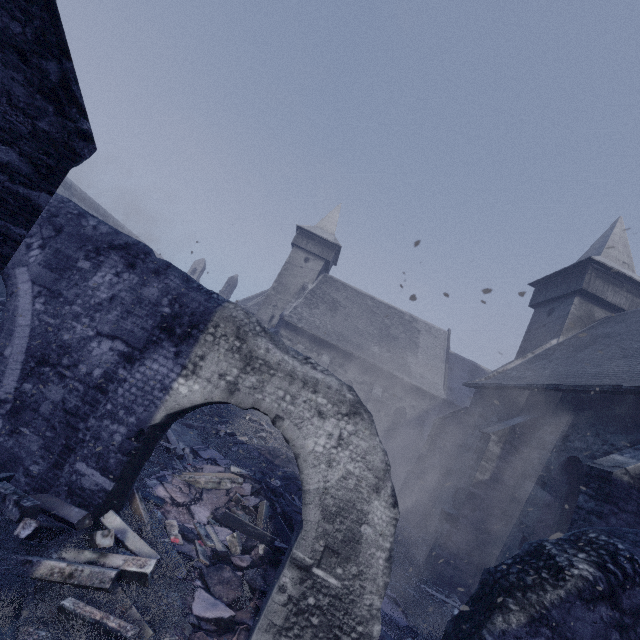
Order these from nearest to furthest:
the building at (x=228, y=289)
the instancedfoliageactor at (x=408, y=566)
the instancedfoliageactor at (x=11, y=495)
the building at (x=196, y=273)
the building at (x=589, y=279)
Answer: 1. the instancedfoliageactor at (x=11, y=495)
2. the instancedfoliageactor at (x=408, y=566)
3. the building at (x=589, y=279)
4. the building at (x=228, y=289)
5. the building at (x=196, y=273)

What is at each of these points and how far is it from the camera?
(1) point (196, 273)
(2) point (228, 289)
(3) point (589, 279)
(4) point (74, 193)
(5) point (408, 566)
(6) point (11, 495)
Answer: (1) building, 48.03m
(2) building, 47.06m
(3) building, 15.78m
(4) building, 24.69m
(5) instancedfoliageactor, 9.80m
(6) instancedfoliageactor, 4.53m

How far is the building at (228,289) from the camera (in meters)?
46.84

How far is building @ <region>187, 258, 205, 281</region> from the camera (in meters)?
48.00

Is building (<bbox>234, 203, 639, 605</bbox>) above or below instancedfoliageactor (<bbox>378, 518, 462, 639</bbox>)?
above

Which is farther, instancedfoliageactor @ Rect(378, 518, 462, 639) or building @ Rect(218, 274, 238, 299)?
building @ Rect(218, 274, 238, 299)

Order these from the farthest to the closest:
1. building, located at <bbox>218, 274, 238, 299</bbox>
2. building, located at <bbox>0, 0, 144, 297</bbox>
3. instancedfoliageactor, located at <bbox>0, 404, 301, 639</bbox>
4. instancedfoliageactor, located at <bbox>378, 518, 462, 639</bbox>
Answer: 1. building, located at <bbox>218, 274, 238, 299</bbox>
2. instancedfoliageactor, located at <bbox>378, 518, 462, 639</bbox>
3. instancedfoliageactor, located at <bbox>0, 404, 301, 639</bbox>
4. building, located at <bbox>0, 0, 144, 297</bbox>
